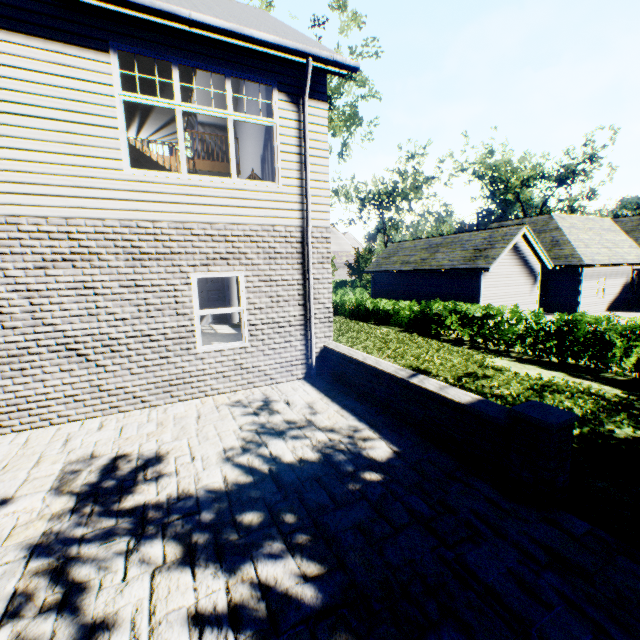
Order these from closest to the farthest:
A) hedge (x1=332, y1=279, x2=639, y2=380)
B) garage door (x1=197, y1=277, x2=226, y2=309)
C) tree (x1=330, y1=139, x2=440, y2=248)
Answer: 1. hedge (x1=332, y1=279, x2=639, y2=380)
2. garage door (x1=197, y1=277, x2=226, y2=309)
3. tree (x1=330, y1=139, x2=440, y2=248)

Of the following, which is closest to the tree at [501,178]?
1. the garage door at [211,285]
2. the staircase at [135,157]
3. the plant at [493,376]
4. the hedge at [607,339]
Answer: the plant at [493,376]

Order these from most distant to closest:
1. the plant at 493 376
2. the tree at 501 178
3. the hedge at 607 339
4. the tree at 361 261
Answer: the tree at 501 178
the tree at 361 261
the hedge at 607 339
the plant at 493 376

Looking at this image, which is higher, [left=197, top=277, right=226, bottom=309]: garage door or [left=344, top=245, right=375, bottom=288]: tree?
[left=344, top=245, right=375, bottom=288]: tree

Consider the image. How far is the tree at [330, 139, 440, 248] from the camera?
31.5m

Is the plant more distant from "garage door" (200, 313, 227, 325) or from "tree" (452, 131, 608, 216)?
"garage door" (200, 313, 227, 325)

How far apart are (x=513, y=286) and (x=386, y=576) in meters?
19.5
